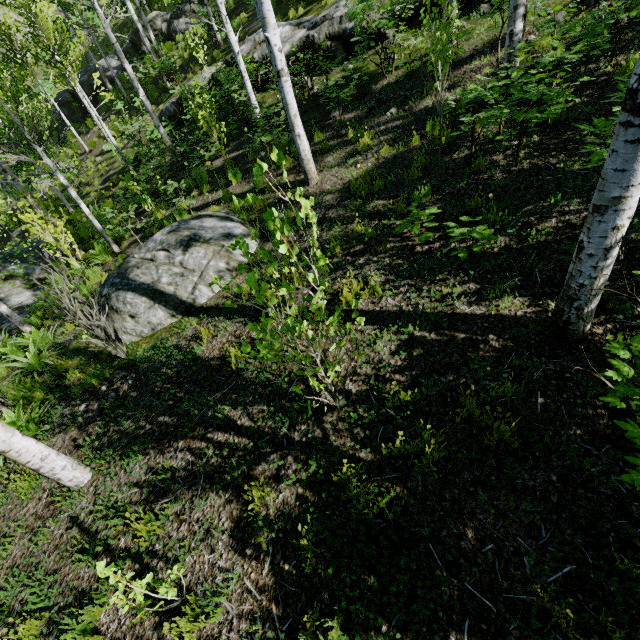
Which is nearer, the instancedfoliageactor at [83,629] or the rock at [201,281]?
the instancedfoliageactor at [83,629]

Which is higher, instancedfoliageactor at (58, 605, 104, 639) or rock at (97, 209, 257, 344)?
rock at (97, 209, 257, 344)

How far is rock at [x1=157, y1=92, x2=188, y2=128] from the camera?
13.98m

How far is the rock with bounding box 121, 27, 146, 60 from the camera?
18.9 meters

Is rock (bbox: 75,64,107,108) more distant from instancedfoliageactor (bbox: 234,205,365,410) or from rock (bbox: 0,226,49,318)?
rock (bbox: 0,226,49,318)

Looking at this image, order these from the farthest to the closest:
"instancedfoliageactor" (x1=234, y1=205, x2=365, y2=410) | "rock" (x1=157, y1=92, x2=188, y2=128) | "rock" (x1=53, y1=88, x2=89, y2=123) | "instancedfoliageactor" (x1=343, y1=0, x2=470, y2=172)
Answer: "rock" (x1=53, y1=88, x2=89, y2=123) → "rock" (x1=157, y1=92, x2=188, y2=128) → "instancedfoliageactor" (x1=343, y1=0, x2=470, y2=172) → "instancedfoliageactor" (x1=234, y1=205, x2=365, y2=410)

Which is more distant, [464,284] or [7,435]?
[464,284]

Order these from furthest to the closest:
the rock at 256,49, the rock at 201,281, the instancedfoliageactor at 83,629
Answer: the rock at 256,49 → the rock at 201,281 → the instancedfoliageactor at 83,629
